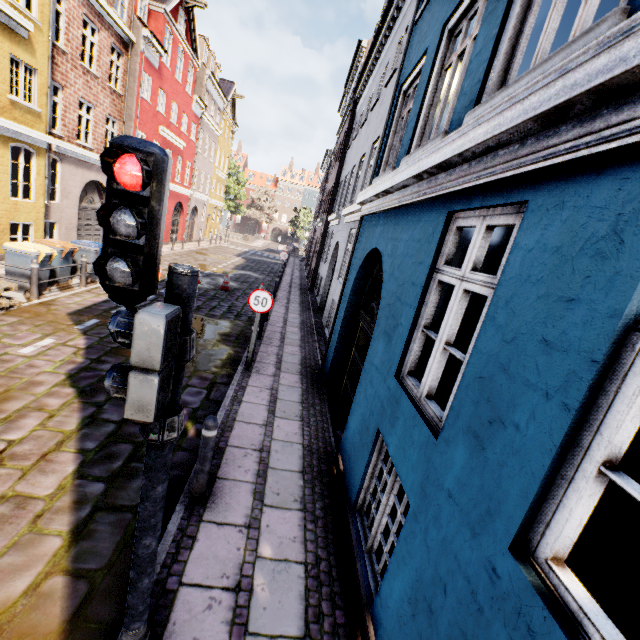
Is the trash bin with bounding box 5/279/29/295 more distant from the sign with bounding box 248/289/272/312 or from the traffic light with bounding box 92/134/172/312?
the traffic light with bounding box 92/134/172/312

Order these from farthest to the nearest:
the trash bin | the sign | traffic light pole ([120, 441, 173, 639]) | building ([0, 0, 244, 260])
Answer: building ([0, 0, 244, 260]), the trash bin, the sign, traffic light pole ([120, 441, 173, 639])

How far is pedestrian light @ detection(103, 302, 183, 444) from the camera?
1.40m

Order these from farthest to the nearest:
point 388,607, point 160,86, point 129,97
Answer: point 160,86 → point 129,97 → point 388,607

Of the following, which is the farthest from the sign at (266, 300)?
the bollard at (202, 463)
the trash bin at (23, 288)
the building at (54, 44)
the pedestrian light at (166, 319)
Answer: the trash bin at (23, 288)

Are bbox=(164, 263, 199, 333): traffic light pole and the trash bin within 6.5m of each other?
no

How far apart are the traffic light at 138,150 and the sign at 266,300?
5.1m

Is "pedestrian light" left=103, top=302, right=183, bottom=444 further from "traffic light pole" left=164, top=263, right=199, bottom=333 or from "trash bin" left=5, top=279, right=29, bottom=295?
"trash bin" left=5, top=279, right=29, bottom=295
